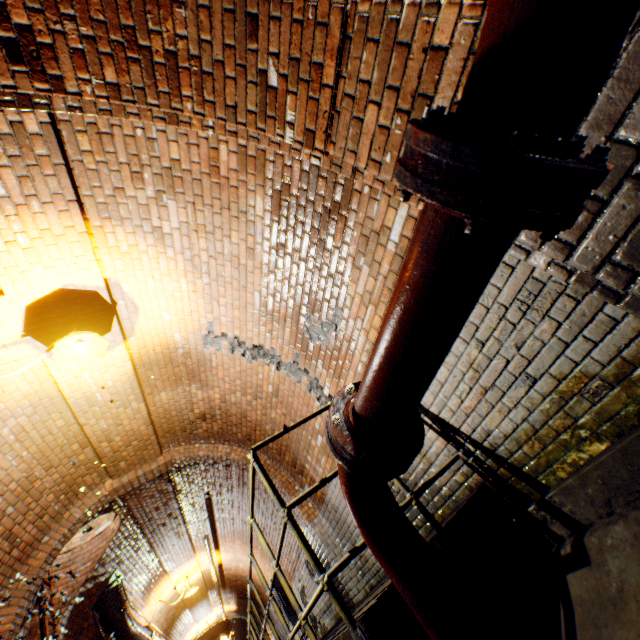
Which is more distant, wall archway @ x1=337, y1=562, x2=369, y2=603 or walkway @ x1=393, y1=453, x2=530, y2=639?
wall archway @ x1=337, y1=562, x2=369, y2=603

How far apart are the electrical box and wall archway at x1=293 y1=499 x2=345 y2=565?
5.8 meters

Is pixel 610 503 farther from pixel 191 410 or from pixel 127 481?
pixel 127 481

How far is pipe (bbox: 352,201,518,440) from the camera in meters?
0.7

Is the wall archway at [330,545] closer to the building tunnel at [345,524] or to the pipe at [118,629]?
the building tunnel at [345,524]

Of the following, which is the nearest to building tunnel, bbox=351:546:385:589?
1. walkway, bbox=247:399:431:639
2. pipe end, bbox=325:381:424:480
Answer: walkway, bbox=247:399:431:639

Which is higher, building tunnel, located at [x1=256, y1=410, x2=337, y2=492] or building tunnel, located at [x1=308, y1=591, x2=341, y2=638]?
building tunnel, located at [x1=256, y1=410, x2=337, y2=492]

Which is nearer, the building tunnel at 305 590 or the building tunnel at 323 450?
the building tunnel at 323 450
